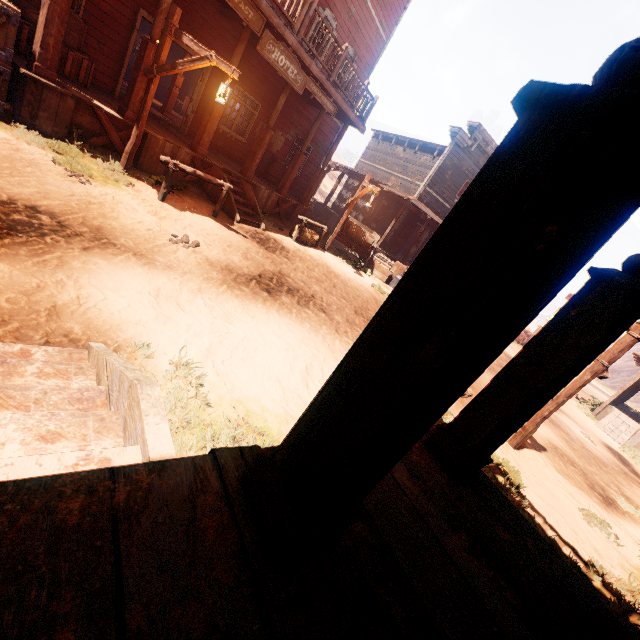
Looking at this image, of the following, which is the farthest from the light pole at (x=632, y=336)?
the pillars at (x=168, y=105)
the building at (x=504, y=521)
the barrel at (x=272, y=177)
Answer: the pillars at (x=168, y=105)

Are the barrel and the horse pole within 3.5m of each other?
no

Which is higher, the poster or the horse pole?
the poster

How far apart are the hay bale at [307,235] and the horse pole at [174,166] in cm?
350

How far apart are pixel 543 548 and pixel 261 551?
2.2m

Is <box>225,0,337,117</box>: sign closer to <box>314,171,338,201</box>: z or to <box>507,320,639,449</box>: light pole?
<box>314,171,338,201</box>: z

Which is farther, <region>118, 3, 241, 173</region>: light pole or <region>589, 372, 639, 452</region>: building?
<region>589, 372, 639, 452</region>: building

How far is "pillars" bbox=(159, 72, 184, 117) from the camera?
→ 13.1m
